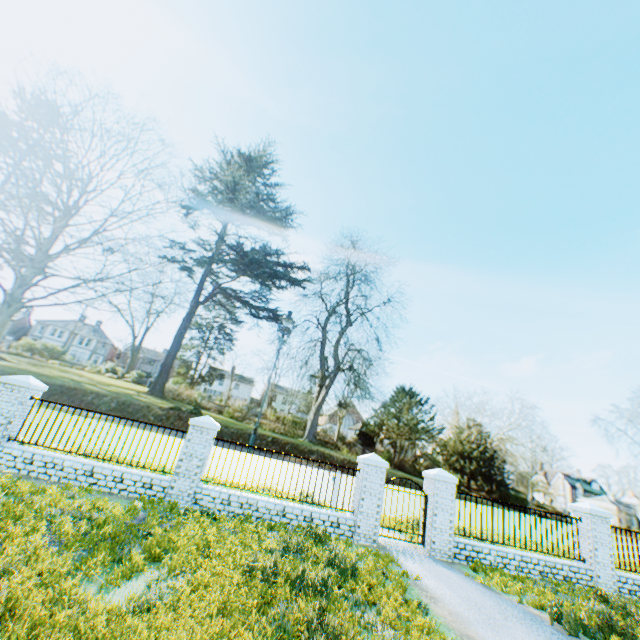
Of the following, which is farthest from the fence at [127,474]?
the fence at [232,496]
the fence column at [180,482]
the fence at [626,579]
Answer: the fence at [626,579]

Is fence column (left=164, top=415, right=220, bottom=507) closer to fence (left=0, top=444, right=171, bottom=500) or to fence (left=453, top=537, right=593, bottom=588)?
fence (left=0, top=444, right=171, bottom=500)

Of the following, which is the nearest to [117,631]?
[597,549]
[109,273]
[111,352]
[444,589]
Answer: [444,589]

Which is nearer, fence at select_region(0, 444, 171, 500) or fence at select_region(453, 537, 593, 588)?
fence at select_region(0, 444, 171, 500)

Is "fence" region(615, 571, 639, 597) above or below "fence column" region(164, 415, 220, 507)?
below

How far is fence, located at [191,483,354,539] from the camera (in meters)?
9.35

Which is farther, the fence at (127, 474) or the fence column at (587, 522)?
the fence column at (587, 522)

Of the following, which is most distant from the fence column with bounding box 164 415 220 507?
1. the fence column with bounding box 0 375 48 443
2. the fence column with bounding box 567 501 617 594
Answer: the fence column with bounding box 567 501 617 594
